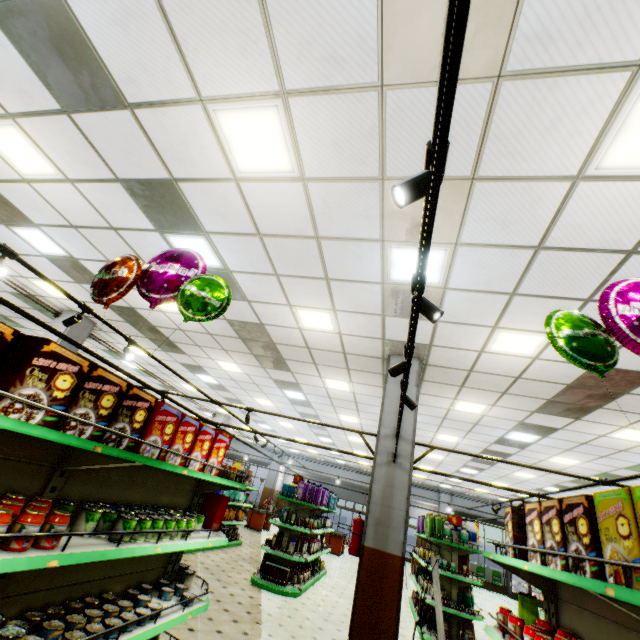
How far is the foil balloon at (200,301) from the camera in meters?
2.9 m

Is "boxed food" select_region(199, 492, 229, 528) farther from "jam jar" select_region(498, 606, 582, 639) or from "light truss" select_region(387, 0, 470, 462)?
"jam jar" select_region(498, 606, 582, 639)

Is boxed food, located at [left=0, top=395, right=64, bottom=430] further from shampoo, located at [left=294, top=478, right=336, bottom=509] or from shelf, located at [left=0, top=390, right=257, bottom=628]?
shampoo, located at [left=294, top=478, right=336, bottom=509]

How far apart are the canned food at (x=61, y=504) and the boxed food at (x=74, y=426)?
0.5m

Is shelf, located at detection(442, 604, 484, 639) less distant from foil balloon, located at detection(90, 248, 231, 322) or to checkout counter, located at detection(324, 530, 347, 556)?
checkout counter, located at detection(324, 530, 347, 556)

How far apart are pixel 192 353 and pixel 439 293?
7.9 meters

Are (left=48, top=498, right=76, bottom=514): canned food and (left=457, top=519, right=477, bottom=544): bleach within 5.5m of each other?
no

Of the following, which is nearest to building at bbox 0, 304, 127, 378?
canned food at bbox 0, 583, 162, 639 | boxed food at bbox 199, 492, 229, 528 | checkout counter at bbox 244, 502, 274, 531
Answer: checkout counter at bbox 244, 502, 274, 531
